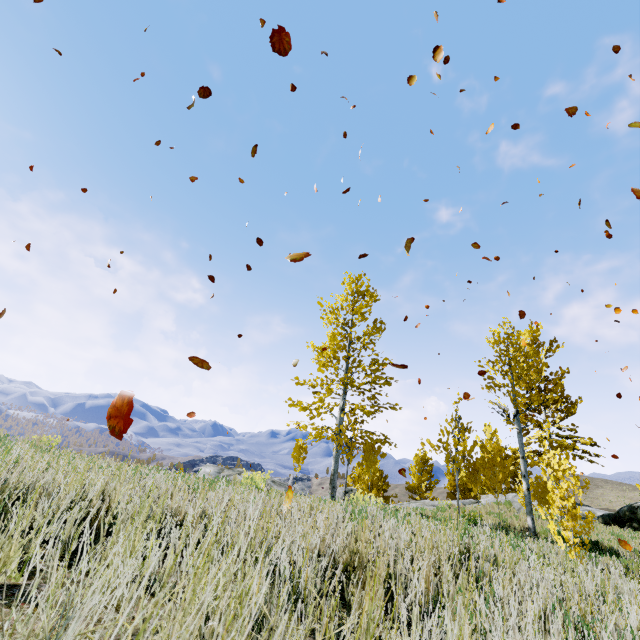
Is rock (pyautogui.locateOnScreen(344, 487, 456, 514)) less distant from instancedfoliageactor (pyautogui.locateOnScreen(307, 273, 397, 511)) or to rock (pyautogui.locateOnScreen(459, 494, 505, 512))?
instancedfoliageactor (pyautogui.locateOnScreen(307, 273, 397, 511))

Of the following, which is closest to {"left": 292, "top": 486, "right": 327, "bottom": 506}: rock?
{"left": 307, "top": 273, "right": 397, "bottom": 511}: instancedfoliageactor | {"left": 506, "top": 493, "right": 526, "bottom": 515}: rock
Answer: {"left": 307, "top": 273, "right": 397, "bottom": 511}: instancedfoliageactor

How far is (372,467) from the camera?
12.79m

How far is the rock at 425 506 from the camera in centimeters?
502cm

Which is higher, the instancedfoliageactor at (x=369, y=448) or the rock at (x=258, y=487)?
the instancedfoliageactor at (x=369, y=448)

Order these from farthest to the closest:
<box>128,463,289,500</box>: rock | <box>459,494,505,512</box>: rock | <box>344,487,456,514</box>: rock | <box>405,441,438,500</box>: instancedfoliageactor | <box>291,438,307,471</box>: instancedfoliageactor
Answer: <box>405,441,438,500</box>: instancedfoliageactor < <box>459,494,505,512</box>: rock < <box>291,438,307,471</box>: instancedfoliageactor < <box>344,487,456,514</box>: rock < <box>128,463,289,500</box>: rock

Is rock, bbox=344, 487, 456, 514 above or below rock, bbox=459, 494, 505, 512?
below
